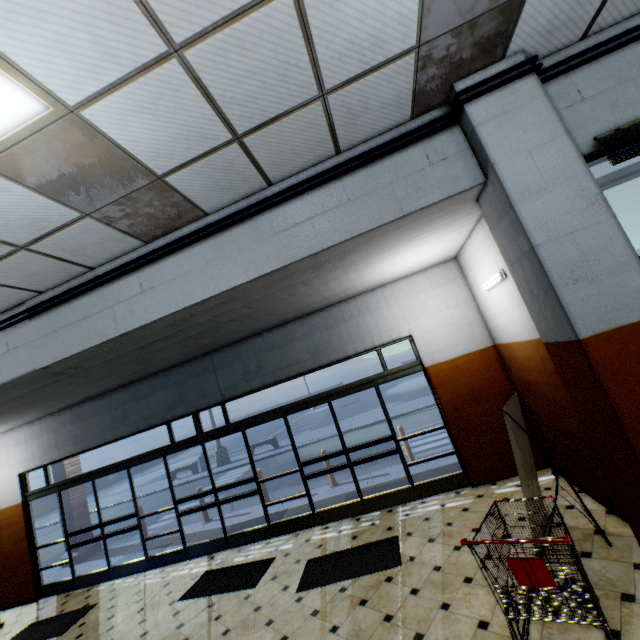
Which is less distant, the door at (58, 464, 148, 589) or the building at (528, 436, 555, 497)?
the building at (528, 436, 555, 497)

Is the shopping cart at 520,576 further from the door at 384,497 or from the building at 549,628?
the door at 384,497

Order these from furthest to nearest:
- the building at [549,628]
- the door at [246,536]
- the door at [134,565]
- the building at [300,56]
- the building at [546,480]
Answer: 1. the door at [134,565]
2. the door at [246,536]
3. the building at [546,480]
4. the building at [549,628]
5. the building at [300,56]

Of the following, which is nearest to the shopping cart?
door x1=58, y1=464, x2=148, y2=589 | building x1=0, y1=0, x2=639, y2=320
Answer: Result: building x1=0, y1=0, x2=639, y2=320

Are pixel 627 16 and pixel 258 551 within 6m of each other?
no

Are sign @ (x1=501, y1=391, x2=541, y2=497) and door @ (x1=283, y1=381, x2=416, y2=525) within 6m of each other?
yes

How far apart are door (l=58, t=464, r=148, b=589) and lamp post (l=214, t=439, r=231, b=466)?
10.90m

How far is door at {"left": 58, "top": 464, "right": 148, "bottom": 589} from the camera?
7.07m
